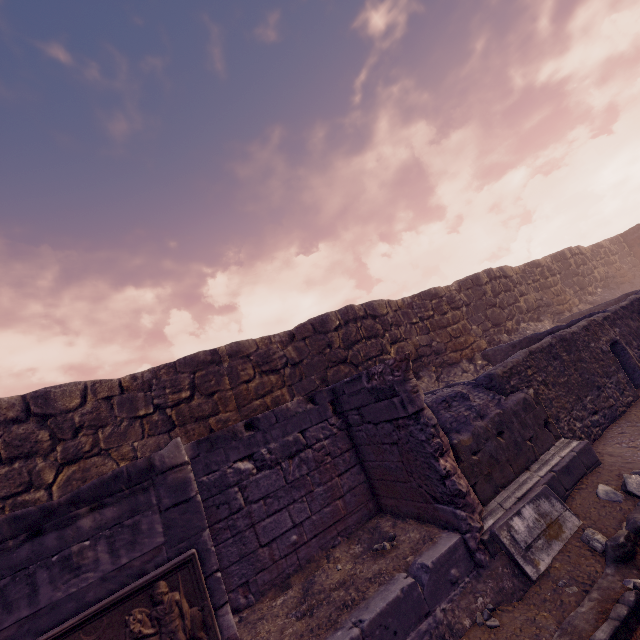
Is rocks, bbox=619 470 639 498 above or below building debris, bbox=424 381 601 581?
below

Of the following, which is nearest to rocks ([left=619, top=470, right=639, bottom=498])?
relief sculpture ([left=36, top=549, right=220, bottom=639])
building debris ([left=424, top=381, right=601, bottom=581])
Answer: building debris ([left=424, top=381, right=601, bottom=581])

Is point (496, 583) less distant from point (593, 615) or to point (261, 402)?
point (593, 615)

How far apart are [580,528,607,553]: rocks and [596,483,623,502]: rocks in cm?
72

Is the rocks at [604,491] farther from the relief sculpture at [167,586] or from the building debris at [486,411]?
the relief sculpture at [167,586]

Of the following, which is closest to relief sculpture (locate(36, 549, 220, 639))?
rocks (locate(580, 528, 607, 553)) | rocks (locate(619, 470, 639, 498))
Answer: rocks (locate(580, 528, 607, 553))

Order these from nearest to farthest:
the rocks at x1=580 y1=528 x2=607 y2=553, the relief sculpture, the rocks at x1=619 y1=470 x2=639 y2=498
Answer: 1. the relief sculpture
2. the rocks at x1=580 y1=528 x2=607 y2=553
3. the rocks at x1=619 y1=470 x2=639 y2=498

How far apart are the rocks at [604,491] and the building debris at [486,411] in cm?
25
